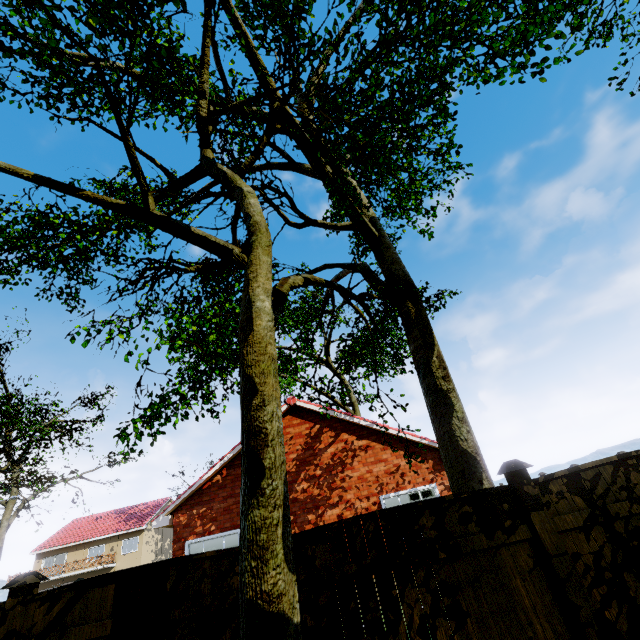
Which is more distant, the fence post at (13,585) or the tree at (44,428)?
the tree at (44,428)

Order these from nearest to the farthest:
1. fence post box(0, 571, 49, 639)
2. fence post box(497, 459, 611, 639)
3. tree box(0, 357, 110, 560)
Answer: fence post box(497, 459, 611, 639) → fence post box(0, 571, 49, 639) → tree box(0, 357, 110, 560)

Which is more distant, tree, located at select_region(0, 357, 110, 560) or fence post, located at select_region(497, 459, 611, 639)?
tree, located at select_region(0, 357, 110, 560)

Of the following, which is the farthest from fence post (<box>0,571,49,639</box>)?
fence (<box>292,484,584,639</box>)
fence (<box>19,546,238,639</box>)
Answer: fence (<box>292,484,584,639</box>)

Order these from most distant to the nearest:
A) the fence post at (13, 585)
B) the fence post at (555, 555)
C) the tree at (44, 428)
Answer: the tree at (44, 428) → the fence post at (13, 585) → the fence post at (555, 555)

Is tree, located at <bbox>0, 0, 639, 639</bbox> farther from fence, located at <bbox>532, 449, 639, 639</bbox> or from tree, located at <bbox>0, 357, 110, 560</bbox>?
fence, located at <bbox>532, 449, 639, 639</bbox>

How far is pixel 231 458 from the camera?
12.4 meters

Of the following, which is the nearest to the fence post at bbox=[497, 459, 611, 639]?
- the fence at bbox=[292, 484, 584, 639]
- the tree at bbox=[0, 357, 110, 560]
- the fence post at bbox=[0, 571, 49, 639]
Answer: the fence at bbox=[292, 484, 584, 639]
